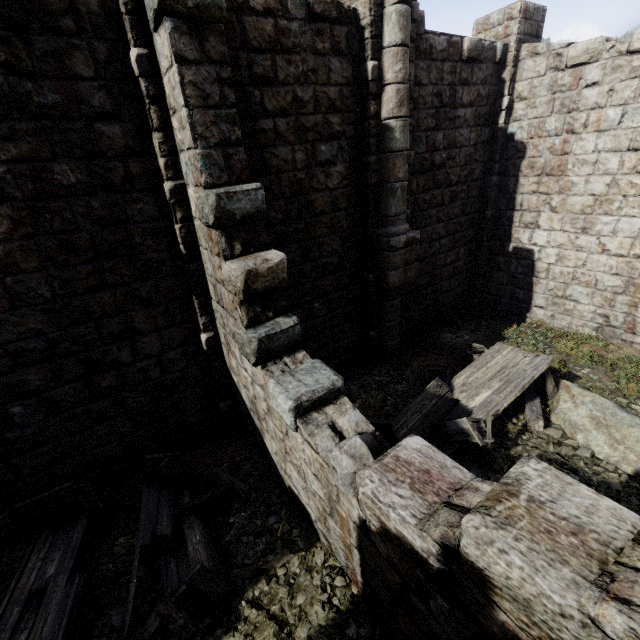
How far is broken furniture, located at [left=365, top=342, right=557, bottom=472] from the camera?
5.7 meters

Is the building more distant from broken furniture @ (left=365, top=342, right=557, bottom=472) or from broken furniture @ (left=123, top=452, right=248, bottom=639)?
broken furniture @ (left=365, top=342, right=557, bottom=472)

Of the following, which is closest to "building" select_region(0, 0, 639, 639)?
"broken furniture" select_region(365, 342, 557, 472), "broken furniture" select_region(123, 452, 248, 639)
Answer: "broken furniture" select_region(123, 452, 248, 639)

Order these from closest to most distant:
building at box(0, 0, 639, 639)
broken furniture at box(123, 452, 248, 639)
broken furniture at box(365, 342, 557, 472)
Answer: building at box(0, 0, 639, 639) → broken furniture at box(123, 452, 248, 639) → broken furniture at box(365, 342, 557, 472)

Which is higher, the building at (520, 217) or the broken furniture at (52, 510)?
the building at (520, 217)

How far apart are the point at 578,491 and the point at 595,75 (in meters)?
9.94

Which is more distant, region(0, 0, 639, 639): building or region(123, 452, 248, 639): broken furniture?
region(123, 452, 248, 639): broken furniture

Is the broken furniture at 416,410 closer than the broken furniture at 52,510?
No
